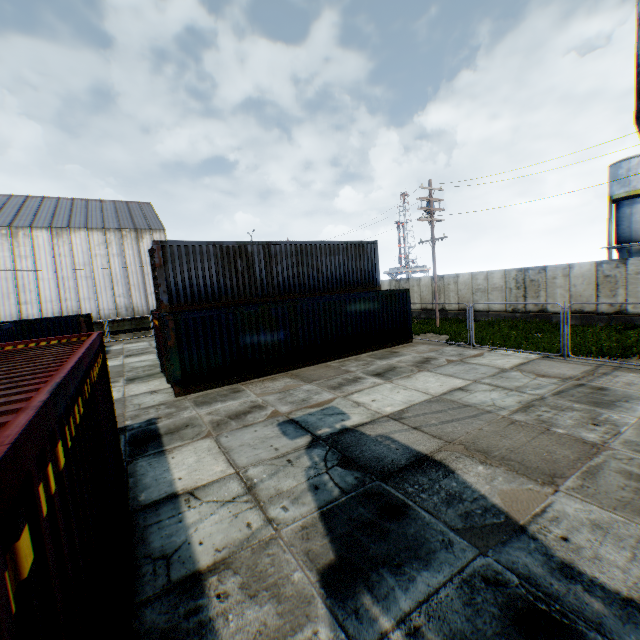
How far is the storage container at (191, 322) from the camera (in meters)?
12.07

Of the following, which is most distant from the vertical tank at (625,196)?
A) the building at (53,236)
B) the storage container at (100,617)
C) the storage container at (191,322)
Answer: the building at (53,236)

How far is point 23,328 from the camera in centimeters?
1881cm

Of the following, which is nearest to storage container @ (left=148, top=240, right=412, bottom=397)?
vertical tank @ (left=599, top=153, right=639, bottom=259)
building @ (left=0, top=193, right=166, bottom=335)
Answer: building @ (left=0, top=193, right=166, bottom=335)

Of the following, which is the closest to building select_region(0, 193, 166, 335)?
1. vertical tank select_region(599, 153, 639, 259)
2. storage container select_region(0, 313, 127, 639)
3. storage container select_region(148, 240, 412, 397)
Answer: storage container select_region(148, 240, 412, 397)

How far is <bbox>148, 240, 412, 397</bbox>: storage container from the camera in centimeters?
1207cm
